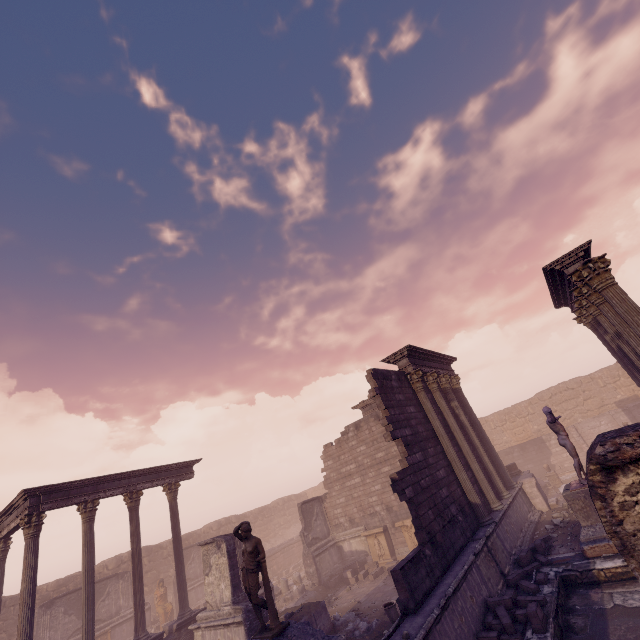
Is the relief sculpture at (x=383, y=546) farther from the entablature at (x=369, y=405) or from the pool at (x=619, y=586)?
the pool at (x=619, y=586)

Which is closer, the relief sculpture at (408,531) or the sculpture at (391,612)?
the sculpture at (391,612)

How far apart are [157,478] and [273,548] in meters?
13.8 m

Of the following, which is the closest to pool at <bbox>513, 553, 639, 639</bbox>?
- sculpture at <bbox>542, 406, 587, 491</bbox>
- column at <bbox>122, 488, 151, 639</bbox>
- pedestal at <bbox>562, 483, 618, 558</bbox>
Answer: pedestal at <bbox>562, 483, 618, 558</bbox>

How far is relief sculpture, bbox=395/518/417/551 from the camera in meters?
16.0 m

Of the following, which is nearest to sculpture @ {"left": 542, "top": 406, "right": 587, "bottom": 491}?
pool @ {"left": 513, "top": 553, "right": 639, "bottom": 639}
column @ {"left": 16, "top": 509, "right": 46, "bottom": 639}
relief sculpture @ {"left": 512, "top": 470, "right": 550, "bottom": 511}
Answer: pool @ {"left": 513, "top": 553, "right": 639, "bottom": 639}

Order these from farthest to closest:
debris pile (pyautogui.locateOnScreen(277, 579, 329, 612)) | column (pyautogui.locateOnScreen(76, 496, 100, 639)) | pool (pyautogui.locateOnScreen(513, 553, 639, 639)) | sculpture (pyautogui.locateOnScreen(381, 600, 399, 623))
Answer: debris pile (pyautogui.locateOnScreen(277, 579, 329, 612)) < column (pyautogui.locateOnScreen(76, 496, 100, 639)) < sculpture (pyautogui.locateOnScreen(381, 600, 399, 623)) < pool (pyautogui.locateOnScreen(513, 553, 639, 639))

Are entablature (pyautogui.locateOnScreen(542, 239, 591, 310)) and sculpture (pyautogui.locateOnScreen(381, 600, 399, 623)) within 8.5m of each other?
no
